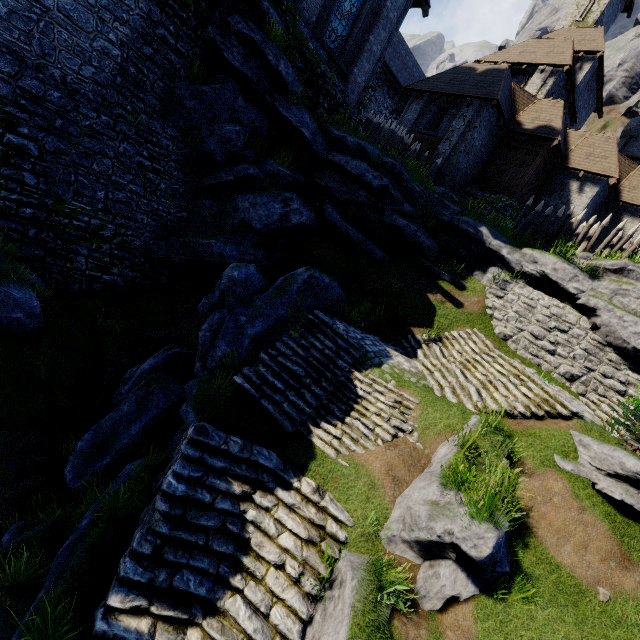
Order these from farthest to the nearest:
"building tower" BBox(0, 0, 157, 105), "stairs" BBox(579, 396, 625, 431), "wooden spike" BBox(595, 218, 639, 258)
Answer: "wooden spike" BBox(595, 218, 639, 258) → "stairs" BBox(579, 396, 625, 431) → "building tower" BBox(0, 0, 157, 105)

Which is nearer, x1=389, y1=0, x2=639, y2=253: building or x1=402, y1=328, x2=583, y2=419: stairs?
x1=402, y1=328, x2=583, y2=419: stairs

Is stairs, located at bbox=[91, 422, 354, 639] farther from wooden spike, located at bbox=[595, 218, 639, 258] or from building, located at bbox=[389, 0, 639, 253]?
building, located at bbox=[389, 0, 639, 253]

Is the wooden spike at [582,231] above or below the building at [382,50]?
below

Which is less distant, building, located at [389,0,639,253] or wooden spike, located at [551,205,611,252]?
wooden spike, located at [551,205,611,252]

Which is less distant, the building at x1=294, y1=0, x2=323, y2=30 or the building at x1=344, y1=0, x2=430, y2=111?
the building at x1=294, y1=0, x2=323, y2=30

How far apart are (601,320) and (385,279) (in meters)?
8.34

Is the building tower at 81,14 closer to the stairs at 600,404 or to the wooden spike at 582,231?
the wooden spike at 582,231
